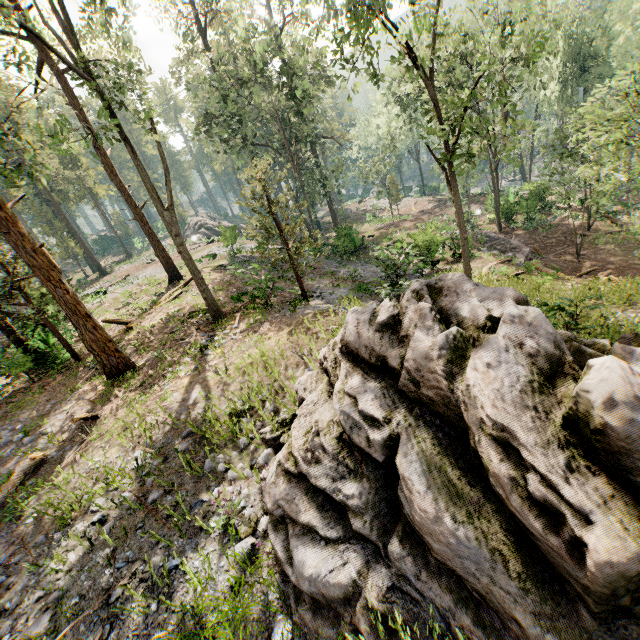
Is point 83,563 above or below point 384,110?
below

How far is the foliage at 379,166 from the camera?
37.2m

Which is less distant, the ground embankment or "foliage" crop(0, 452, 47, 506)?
"foliage" crop(0, 452, 47, 506)

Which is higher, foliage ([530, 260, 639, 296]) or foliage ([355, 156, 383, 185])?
foliage ([355, 156, 383, 185])

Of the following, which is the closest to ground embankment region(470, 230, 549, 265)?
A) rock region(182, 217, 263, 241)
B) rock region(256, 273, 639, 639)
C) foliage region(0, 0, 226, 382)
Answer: foliage region(0, 0, 226, 382)

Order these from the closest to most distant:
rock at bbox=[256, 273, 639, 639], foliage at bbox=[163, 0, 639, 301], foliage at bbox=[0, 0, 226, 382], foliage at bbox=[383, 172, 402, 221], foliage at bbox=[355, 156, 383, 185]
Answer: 1. rock at bbox=[256, 273, 639, 639]
2. foliage at bbox=[0, 0, 226, 382]
3. foliage at bbox=[163, 0, 639, 301]
4. foliage at bbox=[355, 156, 383, 185]
5. foliage at bbox=[383, 172, 402, 221]

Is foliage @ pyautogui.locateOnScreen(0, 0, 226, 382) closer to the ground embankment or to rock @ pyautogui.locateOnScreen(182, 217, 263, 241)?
rock @ pyautogui.locateOnScreen(182, 217, 263, 241)

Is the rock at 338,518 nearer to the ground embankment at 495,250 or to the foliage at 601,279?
the foliage at 601,279
